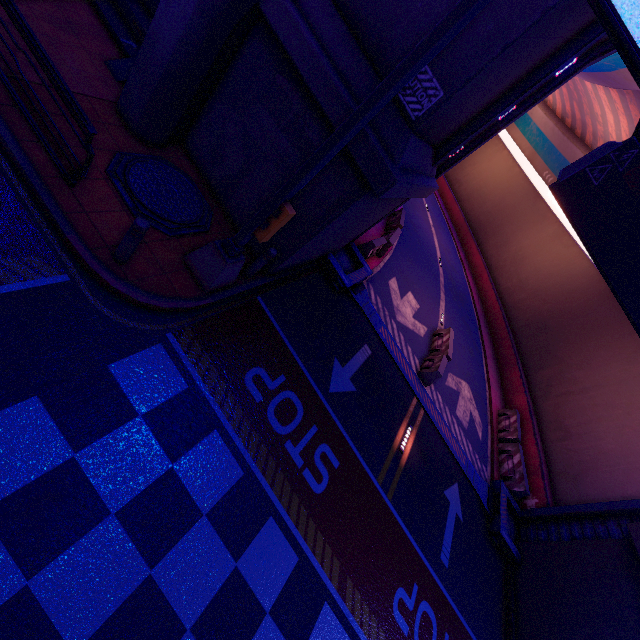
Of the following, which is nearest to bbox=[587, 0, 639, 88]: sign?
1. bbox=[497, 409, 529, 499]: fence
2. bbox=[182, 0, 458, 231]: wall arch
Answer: bbox=[182, 0, 458, 231]: wall arch

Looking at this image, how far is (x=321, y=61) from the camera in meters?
5.7 m

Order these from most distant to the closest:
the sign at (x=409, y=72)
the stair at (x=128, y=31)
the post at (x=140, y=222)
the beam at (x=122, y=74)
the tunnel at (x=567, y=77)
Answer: the tunnel at (x=567, y=77), the stair at (x=128, y=31), the beam at (x=122, y=74), the post at (x=140, y=222), the sign at (x=409, y=72)

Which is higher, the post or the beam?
the post

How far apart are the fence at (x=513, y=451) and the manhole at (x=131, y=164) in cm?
1457

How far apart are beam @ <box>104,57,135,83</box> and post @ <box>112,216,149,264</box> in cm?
485

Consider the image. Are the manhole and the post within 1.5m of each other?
yes

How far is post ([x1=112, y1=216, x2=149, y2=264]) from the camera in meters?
4.9
